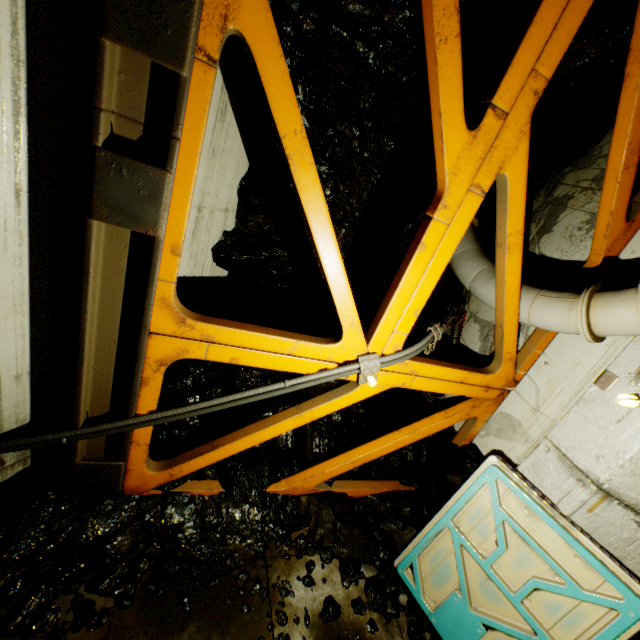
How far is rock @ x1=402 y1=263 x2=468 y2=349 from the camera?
5.5 meters

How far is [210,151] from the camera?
3.4m

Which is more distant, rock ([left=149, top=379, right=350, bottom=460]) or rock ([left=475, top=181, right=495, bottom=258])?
rock ([left=475, top=181, right=495, bottom=258])

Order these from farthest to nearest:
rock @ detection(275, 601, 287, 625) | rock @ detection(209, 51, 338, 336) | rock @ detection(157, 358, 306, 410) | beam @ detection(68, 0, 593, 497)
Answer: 1. rock @ detection(157, 358, 306, 410)
2. rock @ detection(209, 51, 338, 336)
3. rock @ detection(275, 601, 287, 625)
4. beam @ detection(68, 0, 593, 497)

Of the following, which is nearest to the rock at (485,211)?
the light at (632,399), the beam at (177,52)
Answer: the beam at (177,52)

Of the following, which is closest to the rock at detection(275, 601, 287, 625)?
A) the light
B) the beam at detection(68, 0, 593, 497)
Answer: the beam at detection(68, 0, 593, 497)

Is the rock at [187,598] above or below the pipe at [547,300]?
below
